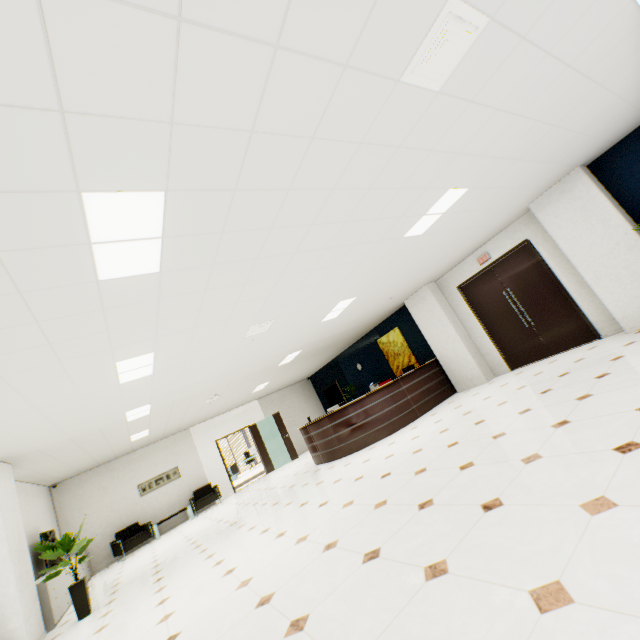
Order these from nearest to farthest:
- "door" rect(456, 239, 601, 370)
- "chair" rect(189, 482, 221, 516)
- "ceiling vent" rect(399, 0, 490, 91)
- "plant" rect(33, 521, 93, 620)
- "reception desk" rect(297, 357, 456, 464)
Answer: "ceiling vent" rect(399, 0, 490, 91) < "plant" rect(33, 521, 93, 620) < "door" rect(456, 239, 601, 370) < "reception desk" rect(297, 357, 456, 464) < "chair" rect(189, 482, 221, 516)

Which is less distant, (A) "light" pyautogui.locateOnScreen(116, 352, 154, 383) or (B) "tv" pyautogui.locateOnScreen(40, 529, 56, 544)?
(A) "light" pyautogui.locateOnScreen(116, 352, 154, 383)

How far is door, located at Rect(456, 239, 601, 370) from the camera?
6.9m

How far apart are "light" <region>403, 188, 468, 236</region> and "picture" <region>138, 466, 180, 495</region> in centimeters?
1188cm

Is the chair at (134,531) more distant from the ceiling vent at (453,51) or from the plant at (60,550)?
the ceiling vent at (453,51)

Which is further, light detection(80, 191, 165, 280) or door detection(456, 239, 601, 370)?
door detection(456, 239, 601, 370)

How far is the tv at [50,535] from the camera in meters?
7.2

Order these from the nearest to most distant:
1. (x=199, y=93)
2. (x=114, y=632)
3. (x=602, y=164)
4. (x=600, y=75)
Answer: (x=199, y=93), (x=600, y=75), (x=114, y=632), (x=602, y=164)
